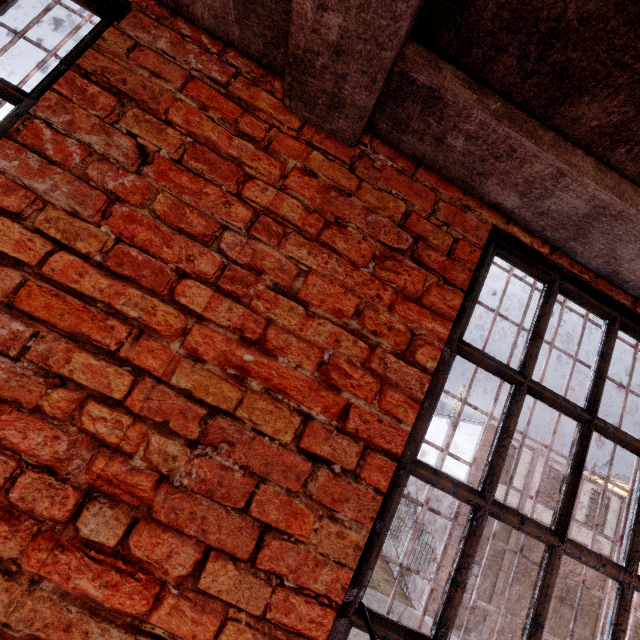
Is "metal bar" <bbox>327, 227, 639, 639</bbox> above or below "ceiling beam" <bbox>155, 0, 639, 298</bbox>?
below

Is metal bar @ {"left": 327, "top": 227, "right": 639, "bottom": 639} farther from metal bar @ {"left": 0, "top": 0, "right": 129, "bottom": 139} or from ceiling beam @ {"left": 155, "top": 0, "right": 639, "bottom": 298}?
metal bar @ {"left": 0, "top": 0, "right": 129, "bottom": 139}

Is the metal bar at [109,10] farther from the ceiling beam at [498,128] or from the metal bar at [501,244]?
the metal bar at [501,244]

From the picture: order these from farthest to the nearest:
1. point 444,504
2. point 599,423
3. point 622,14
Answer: point 444,504
point 599,423
point 622,14

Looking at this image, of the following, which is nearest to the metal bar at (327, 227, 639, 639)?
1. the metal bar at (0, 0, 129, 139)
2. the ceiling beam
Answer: the ceiling beam

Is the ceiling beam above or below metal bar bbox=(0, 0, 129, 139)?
above

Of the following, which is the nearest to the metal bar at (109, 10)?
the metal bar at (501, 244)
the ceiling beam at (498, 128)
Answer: the ceiling beam at (498, 128)
